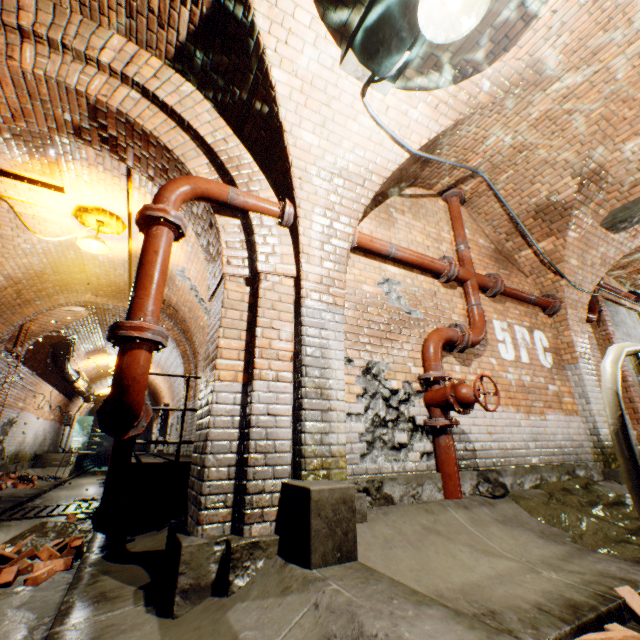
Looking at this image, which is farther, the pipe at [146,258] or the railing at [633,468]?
the pipe at [146,258]

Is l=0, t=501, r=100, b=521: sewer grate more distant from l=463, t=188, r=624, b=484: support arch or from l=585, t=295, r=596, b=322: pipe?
l=585, t=295, r=596, b=322: pipe

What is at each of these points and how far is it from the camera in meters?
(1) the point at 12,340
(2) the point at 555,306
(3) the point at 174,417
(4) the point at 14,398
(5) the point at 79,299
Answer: (1) building tunnel, 8.3 m
(2) pipe end, 5.5 m
(3) building tunnel, 11.4 m
(4) building tunnel, 9.6 m
(5) wall archway, 7.9 m

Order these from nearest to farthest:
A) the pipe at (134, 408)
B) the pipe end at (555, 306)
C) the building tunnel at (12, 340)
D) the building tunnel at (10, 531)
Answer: the pipe at (134, 408)
the building tunnel at (10, 531)
the pipe end at (555, 306)
the building tunnel at (12, 340)

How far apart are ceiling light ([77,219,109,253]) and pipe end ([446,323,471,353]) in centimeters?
535cm

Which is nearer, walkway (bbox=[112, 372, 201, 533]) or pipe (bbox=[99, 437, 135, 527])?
pipe (bbox=[99, 437, 135, 527])

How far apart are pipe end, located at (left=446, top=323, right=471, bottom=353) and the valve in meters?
0.4

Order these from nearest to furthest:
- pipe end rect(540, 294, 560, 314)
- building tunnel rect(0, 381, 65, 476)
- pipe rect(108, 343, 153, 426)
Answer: pipe rect(108, 343, 153, 426)
pipe end rect(540, 294, 560, 314)
building tunnel rect(0, 381, 65, 476)
